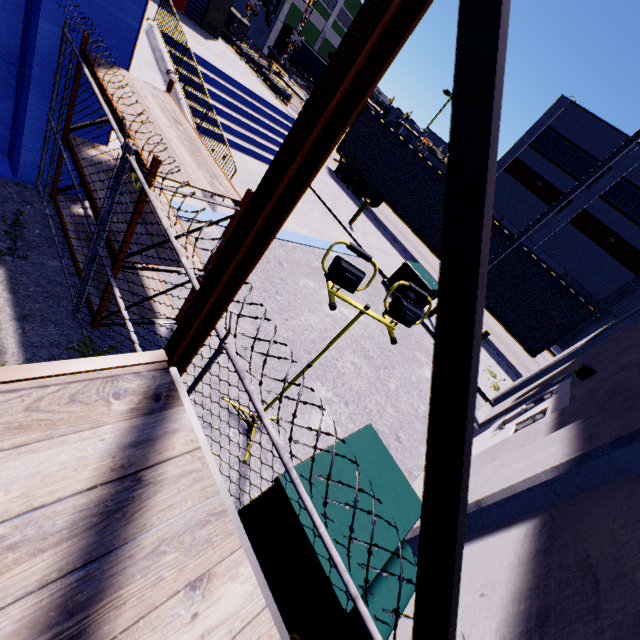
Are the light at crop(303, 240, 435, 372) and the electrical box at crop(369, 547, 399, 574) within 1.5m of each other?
yes

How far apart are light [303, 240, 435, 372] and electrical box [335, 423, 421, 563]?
0.42m

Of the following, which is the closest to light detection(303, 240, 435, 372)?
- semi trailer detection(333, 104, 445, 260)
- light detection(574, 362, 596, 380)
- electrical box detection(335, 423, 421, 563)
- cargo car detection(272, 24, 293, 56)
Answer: electrical box detection(335, 423, 421, 563)

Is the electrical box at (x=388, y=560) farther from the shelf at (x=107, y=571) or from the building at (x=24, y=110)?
the shelf at (x=107, y=571)

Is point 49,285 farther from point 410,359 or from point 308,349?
point 410,359

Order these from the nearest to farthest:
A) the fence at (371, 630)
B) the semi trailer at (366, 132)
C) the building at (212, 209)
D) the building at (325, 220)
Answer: the fence at (371, 630)
the building at (212, 209)
the building at (325, 220)
the semi trailer at (366, 132)

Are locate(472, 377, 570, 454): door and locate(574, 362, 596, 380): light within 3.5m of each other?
yes

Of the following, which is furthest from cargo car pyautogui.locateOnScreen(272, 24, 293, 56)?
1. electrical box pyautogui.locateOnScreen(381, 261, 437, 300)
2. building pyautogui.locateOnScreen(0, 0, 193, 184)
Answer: electrical box pyautogui.locateOnScreen(381, 261, 437, 300)
